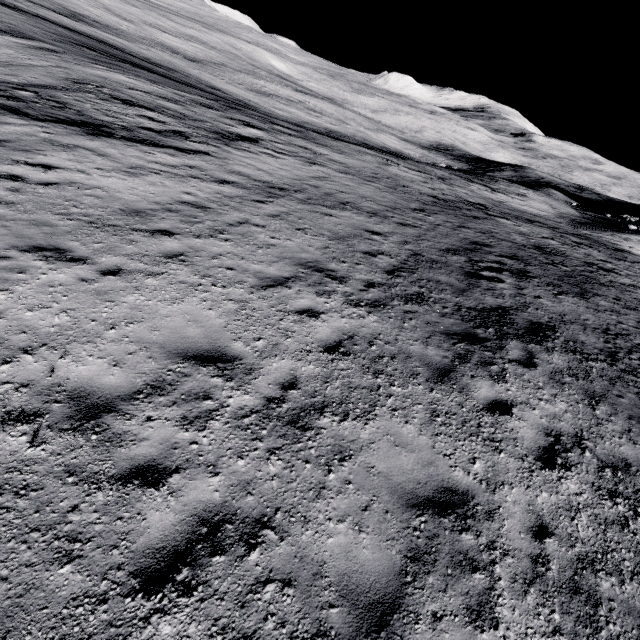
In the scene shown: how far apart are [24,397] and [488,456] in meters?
6.7 m
